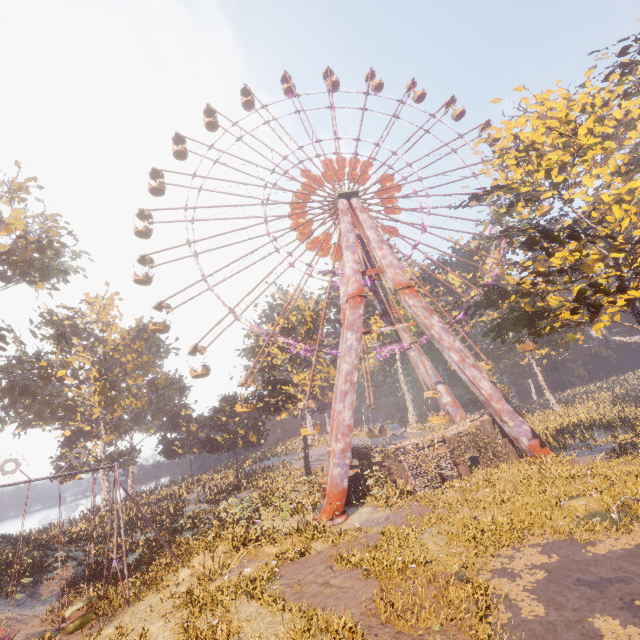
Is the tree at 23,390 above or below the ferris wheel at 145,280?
below

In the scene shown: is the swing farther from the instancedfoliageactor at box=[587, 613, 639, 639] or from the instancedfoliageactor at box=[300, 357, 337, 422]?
the instancedfoliageactor at box=[587, 613, 639, 639]

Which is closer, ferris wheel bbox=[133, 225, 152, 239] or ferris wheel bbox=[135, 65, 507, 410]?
ferris wheel bbox=[135, 65, 507, 410]

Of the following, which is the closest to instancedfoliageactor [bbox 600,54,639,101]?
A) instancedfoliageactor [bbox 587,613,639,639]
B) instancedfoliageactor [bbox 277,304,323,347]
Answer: instancedfoliageactor [bbox 587,613,639,639]

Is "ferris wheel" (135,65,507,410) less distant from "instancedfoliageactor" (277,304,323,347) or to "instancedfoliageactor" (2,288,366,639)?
"instancedfoliageactor" (277,304,323,347)

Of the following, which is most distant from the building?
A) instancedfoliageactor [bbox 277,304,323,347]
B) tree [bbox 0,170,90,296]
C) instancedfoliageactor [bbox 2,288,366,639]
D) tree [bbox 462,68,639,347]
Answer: instancedfoliageactor [bbox 2,288,366,639]

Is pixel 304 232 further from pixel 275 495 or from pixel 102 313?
pixel 102 313

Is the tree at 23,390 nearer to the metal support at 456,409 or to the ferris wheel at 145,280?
the ferris wheel at 145,280
